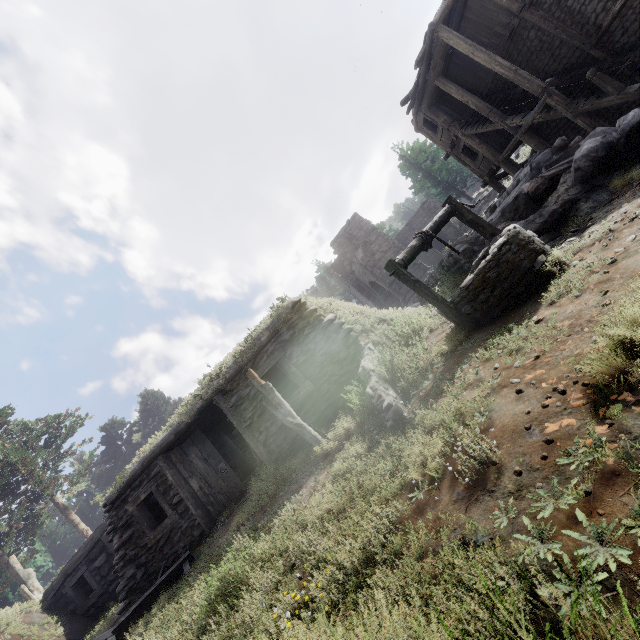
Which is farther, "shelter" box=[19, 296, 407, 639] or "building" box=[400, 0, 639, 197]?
"building" box=[400, 0, 639, 197]

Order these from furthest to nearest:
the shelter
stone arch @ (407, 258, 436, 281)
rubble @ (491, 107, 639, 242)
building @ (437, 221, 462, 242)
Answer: building @ (437, 221, 462, 242), stone arch @ (407, 258, 436, 281), the shelter, rubble @ (491, 107, 639, 242)

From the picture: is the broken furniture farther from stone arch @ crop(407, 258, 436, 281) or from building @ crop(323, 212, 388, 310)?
building @ crop(323, 212, 388, 310)

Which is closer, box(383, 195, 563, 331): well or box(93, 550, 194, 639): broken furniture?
box(383, 195, 563, 331): well

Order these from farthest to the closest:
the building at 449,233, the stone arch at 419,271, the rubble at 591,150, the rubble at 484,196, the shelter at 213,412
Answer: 1. the building at 449,233
2. the rubble at 484,196
3. the stone arch at 419,271
4. the shelter at 213,412
5. the rubble at 591,150

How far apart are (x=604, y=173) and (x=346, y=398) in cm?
693

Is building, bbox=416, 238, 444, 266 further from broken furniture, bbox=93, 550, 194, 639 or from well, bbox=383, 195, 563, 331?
broken furniture, bbox=93, 550, 194, 639

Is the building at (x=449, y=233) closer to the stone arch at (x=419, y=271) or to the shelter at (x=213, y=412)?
the stone arch at (x=419, y=271)
